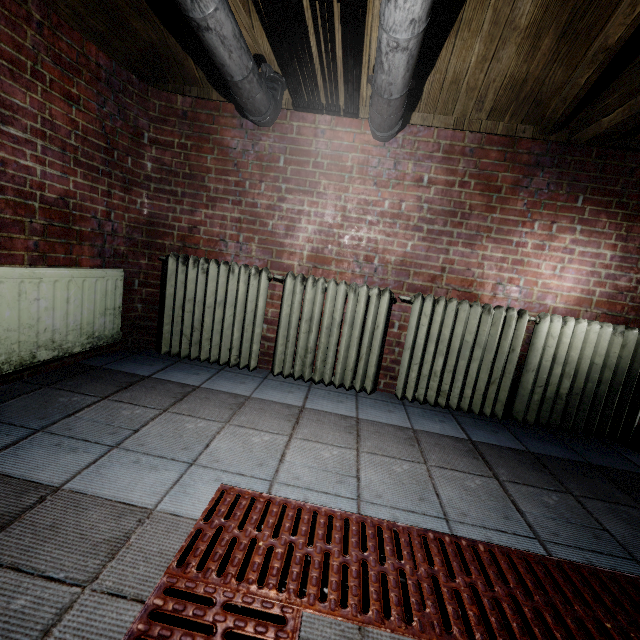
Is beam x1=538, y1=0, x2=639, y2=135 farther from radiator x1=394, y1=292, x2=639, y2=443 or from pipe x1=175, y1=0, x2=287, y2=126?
radiator x1=394, y1=292, x2=639, y2=443

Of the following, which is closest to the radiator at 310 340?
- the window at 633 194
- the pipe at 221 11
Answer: the window at 633 194

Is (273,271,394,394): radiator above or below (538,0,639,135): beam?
below

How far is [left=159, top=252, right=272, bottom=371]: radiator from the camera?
2.5 meters

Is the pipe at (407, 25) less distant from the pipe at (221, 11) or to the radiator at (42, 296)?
the pipe at (221, 11)

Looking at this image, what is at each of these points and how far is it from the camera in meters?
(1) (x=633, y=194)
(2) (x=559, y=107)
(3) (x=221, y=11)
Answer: (1) window, 2.2 m
(2) beam, 2.0 m
(3) pipe, 1.3 m

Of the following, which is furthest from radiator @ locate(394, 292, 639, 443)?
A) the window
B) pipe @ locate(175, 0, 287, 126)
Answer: pipe @ locate(175, 0, 287, 126)

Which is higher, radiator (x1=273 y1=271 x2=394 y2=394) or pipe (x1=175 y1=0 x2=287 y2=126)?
pipe (x1=175 y1=0 x2=287 y2=126)
